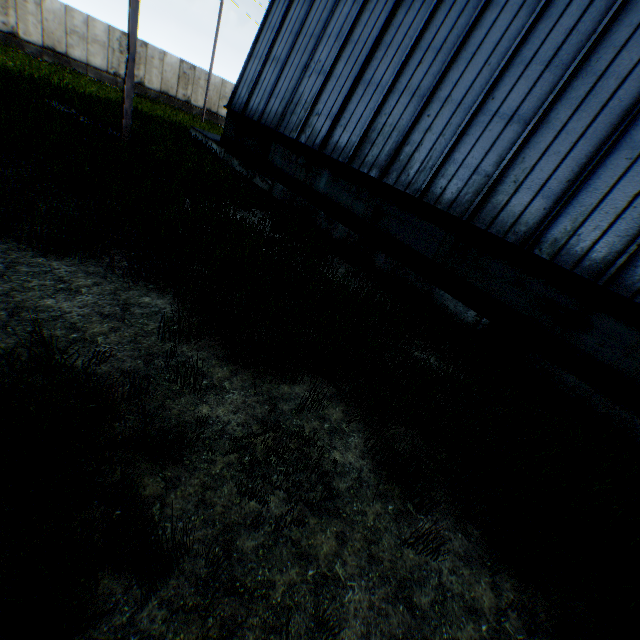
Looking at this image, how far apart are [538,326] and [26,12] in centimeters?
3328cm

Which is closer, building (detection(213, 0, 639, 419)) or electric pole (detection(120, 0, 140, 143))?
building (detection(213, 0, 639, 419))

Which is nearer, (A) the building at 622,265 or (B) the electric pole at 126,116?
(A) the building at 622,265
